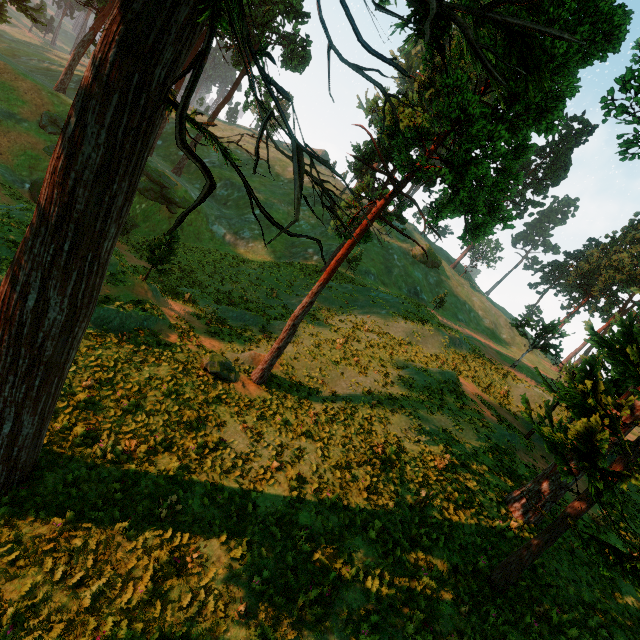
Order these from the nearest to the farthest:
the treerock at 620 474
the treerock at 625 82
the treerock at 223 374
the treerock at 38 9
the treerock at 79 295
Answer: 1. the treerock at 79 295
2. the treerock at 620 474
3. the treerock at 625 82
4. the treerock at 223 374
5. the treerock at 38 9

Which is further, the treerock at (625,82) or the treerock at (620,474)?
the treerock at (625,82)

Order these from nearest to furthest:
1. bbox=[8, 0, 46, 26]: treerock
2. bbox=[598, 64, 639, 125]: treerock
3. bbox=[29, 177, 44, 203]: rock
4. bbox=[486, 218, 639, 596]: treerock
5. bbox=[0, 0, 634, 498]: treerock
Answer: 1. bbox=[0, 0, 634, 498]: treerock
2. bbox=[486, 218, 639, 596]: treerock
3. bbox=[598, 64, 639, 125]: treerock
4. bbox=[29, 177, 44, 203]: rock
5. bbox=[8, 0, 46, 26]: treerock

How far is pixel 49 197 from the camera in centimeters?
588cm

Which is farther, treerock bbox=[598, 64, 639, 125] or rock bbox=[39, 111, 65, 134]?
rock bbox=[39, 111, 65, 134]

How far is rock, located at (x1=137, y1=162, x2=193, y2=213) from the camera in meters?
34.6

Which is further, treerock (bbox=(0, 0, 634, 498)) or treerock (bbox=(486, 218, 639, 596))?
treerock (bbox=(486, 218, 639, 596))
